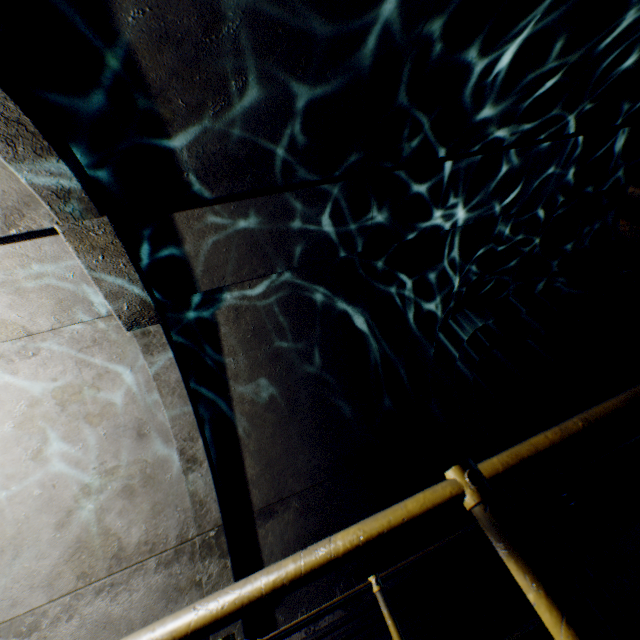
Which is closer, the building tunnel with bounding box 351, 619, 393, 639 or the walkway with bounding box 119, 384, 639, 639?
the walkway with bounding box 119, 384, 639, 639

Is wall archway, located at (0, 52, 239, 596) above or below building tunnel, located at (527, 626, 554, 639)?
above

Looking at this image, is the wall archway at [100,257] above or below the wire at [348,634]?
above

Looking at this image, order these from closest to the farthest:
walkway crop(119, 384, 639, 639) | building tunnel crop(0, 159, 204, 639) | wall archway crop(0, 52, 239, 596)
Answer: walkway crop(119, 384, 639, 639) < wall archway crop(0, 52, 239, 596) < building tunnel crop(0, 159, 204, 639)

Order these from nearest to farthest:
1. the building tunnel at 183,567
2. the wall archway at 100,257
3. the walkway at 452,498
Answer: the walkway at 452,498 < the wall archway at 100,257 < the building tunnel at 183,567

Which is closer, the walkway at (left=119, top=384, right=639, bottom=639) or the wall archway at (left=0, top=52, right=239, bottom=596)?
the walkway at (left=119, top=384, right=639, bottom=639)

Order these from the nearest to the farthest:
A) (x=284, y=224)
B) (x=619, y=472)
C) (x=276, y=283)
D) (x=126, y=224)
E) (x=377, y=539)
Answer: (x=377, y=539), (x=126, y=224), (x=284, y=224), (x=276, y=283), (x=619, y=472)
